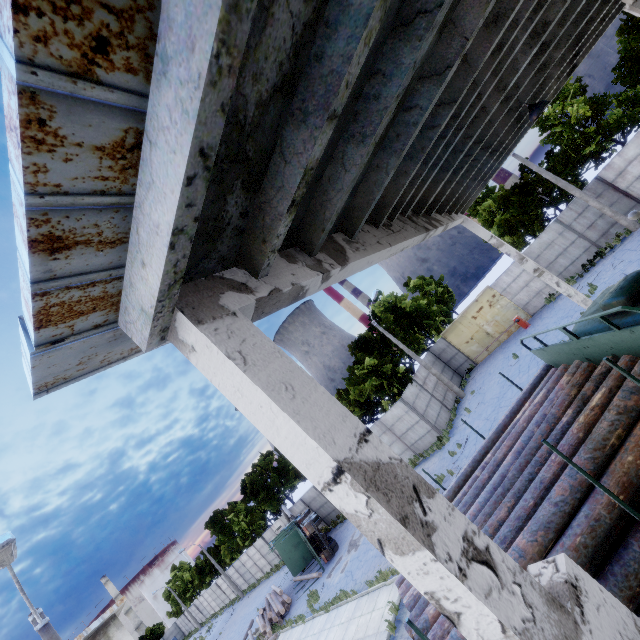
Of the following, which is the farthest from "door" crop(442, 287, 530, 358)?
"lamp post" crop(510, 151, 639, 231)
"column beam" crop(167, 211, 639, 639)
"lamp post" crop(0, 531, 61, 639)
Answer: "lamp post" crop(0, 531, 61, 639)

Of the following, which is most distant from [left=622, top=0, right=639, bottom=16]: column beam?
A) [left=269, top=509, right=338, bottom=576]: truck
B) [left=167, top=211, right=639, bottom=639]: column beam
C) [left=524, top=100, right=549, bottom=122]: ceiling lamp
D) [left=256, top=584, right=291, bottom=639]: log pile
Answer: [left=256, top=584, right=291, bottom=639]: log pile

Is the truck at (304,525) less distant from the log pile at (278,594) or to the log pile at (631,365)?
the log pile at (278,594)

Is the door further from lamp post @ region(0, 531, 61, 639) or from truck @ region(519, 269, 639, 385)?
lamp post @ region(0, 531, 61, 639)

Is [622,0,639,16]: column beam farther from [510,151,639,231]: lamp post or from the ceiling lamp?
[510,151,639,231]: lamp post

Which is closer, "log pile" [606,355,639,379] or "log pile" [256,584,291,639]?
"log pile" [606,355,639,379]

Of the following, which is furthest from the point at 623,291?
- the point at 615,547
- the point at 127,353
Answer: the point at 127,353

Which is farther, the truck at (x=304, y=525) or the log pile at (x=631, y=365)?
the truck at (x=304, y=525)
